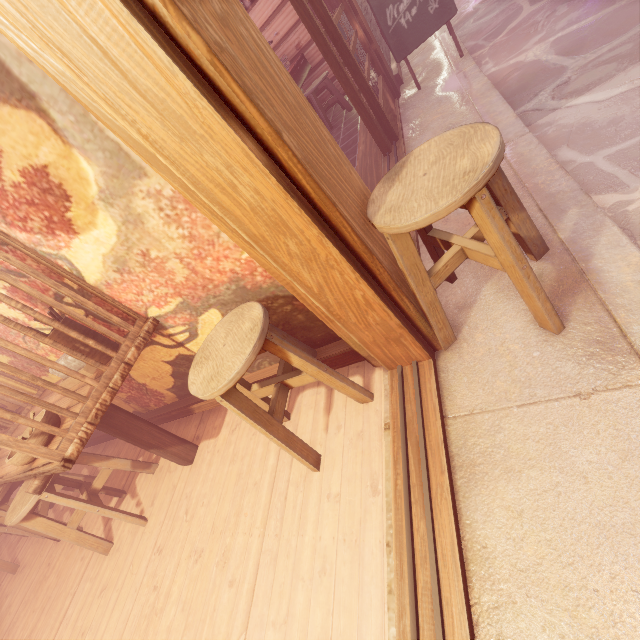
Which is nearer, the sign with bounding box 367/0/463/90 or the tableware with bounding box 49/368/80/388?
the tableware with bounding box 49/368/80/388

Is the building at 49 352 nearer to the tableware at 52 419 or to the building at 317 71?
the building at 317 71

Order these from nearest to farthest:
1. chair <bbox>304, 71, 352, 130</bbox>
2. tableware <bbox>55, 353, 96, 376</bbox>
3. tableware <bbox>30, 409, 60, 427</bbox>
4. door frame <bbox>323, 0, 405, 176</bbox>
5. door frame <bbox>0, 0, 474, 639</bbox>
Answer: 1. door frame <bbox>0, 0, 474, 639</bbox>
2. tableware <bbox>30, 409, 60, 427</bbox>
3. tableware <bbox>55, 353, 96, 376</bbox>
4. door frame <bbox>323, 0, 405, 176</bbox>
5. chair <bbox>304, 71, 352, 130</bbox>

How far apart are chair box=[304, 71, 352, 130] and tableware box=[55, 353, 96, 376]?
8.9 meters

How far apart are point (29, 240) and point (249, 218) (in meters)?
2.31

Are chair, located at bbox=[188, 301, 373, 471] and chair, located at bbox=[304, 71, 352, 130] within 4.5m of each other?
no

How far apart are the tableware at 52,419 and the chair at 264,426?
1.5m

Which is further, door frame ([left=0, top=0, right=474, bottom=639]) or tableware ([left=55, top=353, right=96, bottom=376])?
tableware ([left=55, top=353, right=96, bottom=376])
